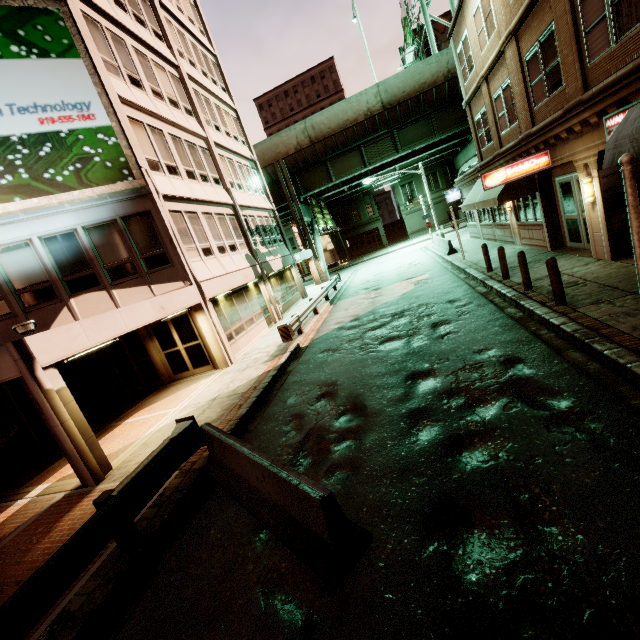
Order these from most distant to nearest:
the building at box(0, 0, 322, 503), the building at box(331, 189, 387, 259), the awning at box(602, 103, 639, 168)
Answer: the building at box(331, 189, 387, 259) < the building at box(0, 0, 322, 503) < the awning at box(602, 103, 639, 168)

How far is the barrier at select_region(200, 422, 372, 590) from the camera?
3.56m

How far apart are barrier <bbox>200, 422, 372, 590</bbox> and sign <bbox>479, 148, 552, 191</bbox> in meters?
12.0

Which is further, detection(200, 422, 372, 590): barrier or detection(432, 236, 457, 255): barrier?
detection(432, 236, 457, 255): barrier

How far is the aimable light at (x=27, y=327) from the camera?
7.58m

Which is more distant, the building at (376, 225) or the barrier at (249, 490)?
the building at (376, 225)

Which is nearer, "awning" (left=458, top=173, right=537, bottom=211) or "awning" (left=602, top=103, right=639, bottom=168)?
"awning" (left=602, top=103, right=639, bottom=168)

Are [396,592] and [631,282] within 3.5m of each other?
no
